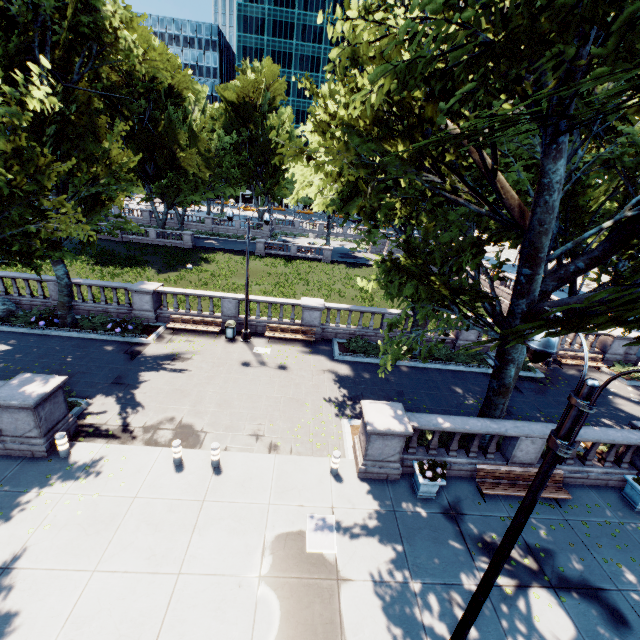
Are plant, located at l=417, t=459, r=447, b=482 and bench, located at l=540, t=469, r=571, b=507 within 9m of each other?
yes

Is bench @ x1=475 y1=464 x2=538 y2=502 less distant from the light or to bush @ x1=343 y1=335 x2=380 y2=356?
the light

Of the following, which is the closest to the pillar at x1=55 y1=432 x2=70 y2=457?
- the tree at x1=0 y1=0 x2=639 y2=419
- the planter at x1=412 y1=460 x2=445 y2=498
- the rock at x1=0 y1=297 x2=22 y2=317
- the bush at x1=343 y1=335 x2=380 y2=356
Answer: the tree at x1=0 y1=0 x2=639 y2=419

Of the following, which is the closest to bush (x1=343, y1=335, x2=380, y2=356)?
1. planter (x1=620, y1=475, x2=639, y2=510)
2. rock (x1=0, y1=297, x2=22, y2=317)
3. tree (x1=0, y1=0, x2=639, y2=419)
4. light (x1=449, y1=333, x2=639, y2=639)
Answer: tree (x1=0, y1=0, x2=639, y2=419)

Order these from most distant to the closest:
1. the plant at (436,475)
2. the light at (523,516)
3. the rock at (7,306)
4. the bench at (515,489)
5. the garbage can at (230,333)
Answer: the garbage can at (230,333)
the rock at (7,306)
the bench at (515,489)
the plant at (436,475)
the light at (523,516)

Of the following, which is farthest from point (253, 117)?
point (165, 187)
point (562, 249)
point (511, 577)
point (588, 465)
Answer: point (511, 577)

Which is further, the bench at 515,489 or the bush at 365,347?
the bush at 365,347

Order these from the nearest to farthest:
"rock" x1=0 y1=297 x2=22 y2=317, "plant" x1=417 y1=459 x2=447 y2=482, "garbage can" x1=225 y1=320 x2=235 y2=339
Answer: "plant" x1=417 y1=459 x2=447 y2=482 → "rock" x1=0 y1=297 x2=22 y2=317 → "garbage can" x1=225 y1=320 x2=235 y2=339
